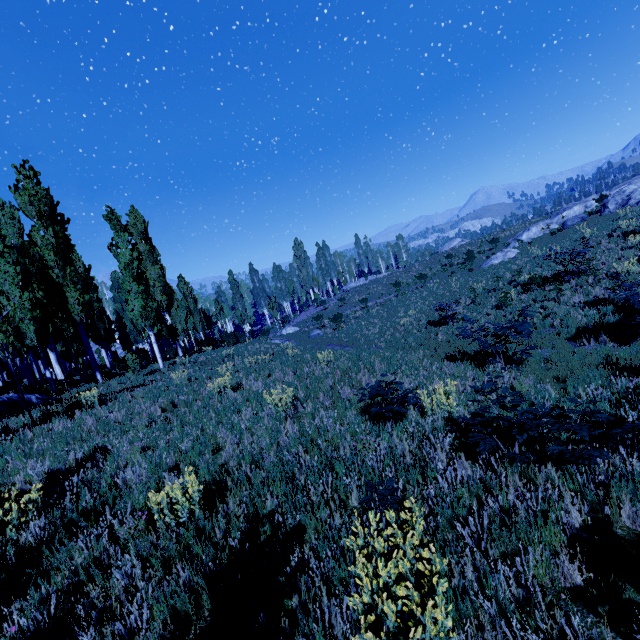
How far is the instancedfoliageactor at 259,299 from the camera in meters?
59.5 m

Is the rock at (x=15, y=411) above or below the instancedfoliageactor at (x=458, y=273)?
above

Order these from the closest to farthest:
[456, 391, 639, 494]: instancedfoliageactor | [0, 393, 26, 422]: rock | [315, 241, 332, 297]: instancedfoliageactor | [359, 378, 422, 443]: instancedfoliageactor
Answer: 1. [456, 391, 639, 494]: instancedfoliageactor
2. [359, 378, 422, 443]: instancedfoliageactor
3. [0, 393, 26, 422]: rock
4. [315, 241, 332, 297]: instancedfoliageactor

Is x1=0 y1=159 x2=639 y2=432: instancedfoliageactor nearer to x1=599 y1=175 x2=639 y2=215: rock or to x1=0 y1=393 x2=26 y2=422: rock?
x1=0 y1=393 x2=26 y2=422: rock

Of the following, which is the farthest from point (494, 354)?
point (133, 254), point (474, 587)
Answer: point (133, 254)

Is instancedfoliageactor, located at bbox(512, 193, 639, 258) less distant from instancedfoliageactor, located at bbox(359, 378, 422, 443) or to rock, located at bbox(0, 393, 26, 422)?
instancedfoliageactor, located at bbox(359, 378, 422, 443)
